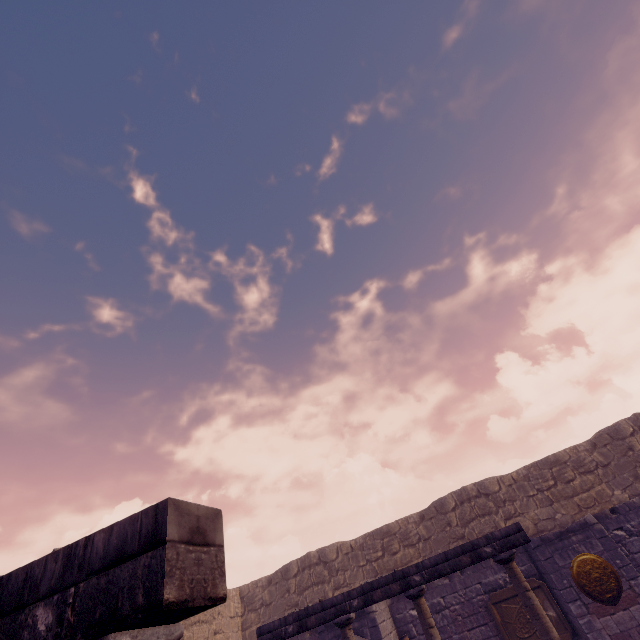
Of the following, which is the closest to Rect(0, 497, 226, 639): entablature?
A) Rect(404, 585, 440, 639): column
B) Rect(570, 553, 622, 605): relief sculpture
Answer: Rect(404, 585, 440, 639): column

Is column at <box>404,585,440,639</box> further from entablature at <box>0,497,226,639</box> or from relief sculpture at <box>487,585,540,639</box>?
entablature at <box>0,497,226,639</box>

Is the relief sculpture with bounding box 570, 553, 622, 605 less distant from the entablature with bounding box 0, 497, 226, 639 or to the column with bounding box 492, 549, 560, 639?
the column with bounding box 492, 549, 560, 639

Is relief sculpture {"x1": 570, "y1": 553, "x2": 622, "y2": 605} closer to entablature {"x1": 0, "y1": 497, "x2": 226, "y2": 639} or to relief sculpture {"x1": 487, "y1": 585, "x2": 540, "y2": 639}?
relief sculpture {"x1": 487, "y1": 585, "x2": 540, "y2": 639}

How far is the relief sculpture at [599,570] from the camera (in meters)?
8.09

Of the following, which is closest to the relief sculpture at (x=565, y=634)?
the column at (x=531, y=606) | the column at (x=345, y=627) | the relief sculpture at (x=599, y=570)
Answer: the relief sculpture at (x=599, y=570)

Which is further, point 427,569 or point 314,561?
point 314,561

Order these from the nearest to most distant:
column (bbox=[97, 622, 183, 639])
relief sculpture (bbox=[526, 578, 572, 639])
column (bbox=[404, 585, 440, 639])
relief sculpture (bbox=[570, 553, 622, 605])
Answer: column (bbox=[97, 622, 183, 639])
column (bbox=[404, 585, 440, 639])
relief sculpture (bbox=[570, 553, 622, 605])
relief sculpture (bbox=[526, 578, 572, 639])
